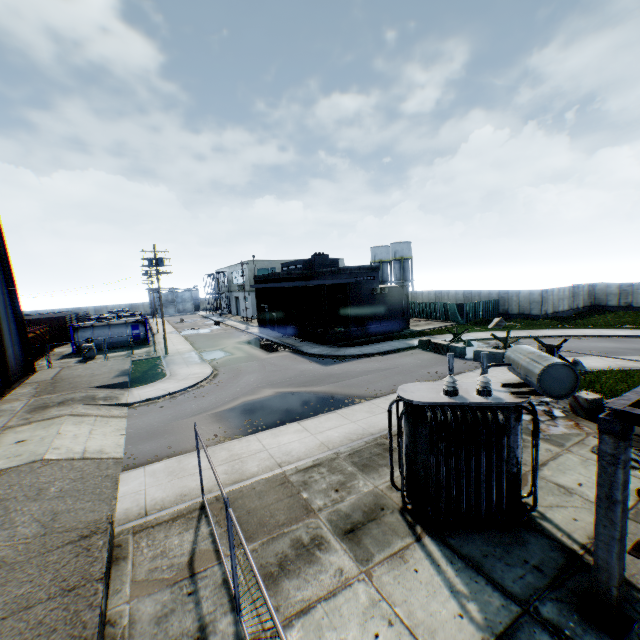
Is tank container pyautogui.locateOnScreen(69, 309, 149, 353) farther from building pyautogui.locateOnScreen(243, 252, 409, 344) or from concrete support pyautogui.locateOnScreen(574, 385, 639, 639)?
concrete support pyautogui.locateOnScreen(574, 385, 639, 639)

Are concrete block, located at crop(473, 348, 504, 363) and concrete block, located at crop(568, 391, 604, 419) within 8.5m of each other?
yes

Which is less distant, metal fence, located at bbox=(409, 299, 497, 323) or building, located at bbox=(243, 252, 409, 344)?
building, located at bbox=(243, 252, 409, 344)

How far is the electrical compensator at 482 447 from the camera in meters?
6.7 m

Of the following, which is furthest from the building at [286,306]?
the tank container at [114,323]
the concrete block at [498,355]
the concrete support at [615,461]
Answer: the concrete support at [615,461]

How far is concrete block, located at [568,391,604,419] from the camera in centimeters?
1196cm

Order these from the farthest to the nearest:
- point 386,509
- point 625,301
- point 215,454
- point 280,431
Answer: point 625,301 < point 280,431 < point 215,454 < point 386,509

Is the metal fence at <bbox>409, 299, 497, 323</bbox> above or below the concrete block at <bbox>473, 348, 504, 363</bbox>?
above
